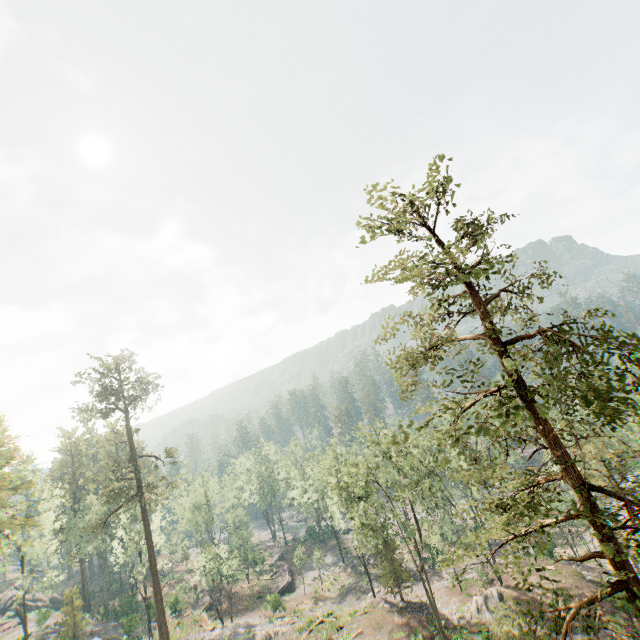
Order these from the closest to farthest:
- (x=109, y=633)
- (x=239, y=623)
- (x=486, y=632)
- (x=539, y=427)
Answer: (x=539, y=427) → (x=486, y=632) → (x=239, y=623) → (x=109, y=633)

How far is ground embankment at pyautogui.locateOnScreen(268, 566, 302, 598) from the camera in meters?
51.9 m

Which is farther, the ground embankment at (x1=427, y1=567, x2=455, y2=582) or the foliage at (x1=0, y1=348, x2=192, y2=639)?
the ground embankment at (x1=427, y1=567, x2=455, y2=582)

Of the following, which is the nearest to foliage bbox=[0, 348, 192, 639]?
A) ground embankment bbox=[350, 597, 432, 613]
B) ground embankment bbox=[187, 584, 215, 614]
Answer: ground embankment bbox=[350, 597, 432, 613]

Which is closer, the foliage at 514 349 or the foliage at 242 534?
the foliage at 514 349

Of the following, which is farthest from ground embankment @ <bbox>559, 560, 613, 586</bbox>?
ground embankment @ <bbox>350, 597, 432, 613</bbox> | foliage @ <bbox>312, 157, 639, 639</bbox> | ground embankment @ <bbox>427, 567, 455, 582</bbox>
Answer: ground embankment @ <bbox>350, 597, 432, 613</bbox>

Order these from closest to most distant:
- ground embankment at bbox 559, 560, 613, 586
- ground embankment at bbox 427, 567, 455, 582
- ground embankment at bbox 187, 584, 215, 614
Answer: ground embankment at bbox 559, 560, 613, 586 → ground embankment at bbox 427, 567, 455, 582 → ground embankment at bbox 187, 584, 215, 614

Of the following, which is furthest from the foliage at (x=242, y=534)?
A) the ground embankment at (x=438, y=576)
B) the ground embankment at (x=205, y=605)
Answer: the ground embankment at (x=205, y=605)
